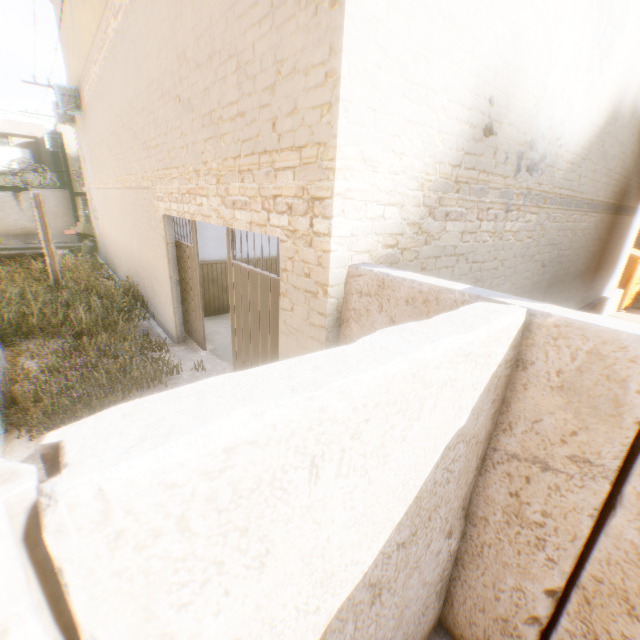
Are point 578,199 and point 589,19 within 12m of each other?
yes

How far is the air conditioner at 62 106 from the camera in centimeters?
1182cm

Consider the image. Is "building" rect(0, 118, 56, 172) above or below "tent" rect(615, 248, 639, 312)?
above

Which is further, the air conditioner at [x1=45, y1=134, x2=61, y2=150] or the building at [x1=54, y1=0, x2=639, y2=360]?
the air conditioner at [x1=45, y1=134, x2=61, y2=150]

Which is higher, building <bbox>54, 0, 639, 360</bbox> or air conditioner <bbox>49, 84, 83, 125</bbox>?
air conditioner <bbox>49, 84, 83, 125</bbox>

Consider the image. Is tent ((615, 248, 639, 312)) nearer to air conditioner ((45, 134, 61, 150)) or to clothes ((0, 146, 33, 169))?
clothes ((0, 146, 33, 169))

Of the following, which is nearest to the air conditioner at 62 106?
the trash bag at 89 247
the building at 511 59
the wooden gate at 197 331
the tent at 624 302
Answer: the building at 511 59

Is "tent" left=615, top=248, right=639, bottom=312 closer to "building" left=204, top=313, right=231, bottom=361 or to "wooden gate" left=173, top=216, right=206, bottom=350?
"building" left=204, top=313, right=231, bottom=361
